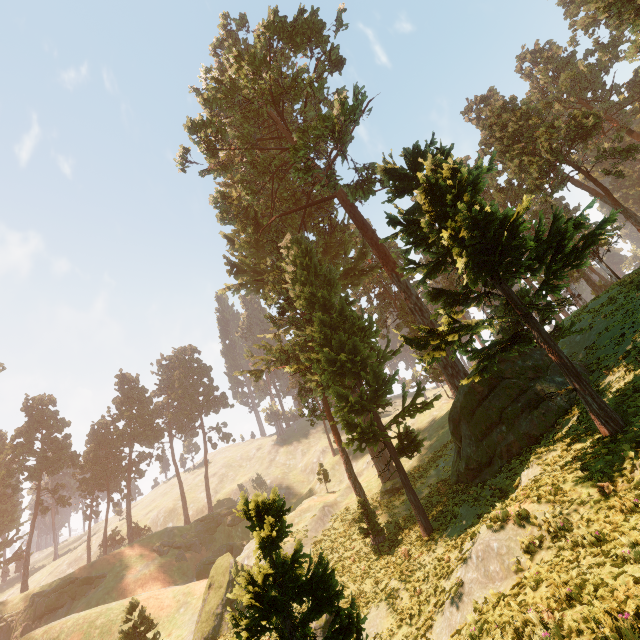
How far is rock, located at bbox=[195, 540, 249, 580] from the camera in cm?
4359

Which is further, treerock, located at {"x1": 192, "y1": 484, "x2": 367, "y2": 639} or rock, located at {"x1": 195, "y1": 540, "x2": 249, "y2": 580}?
rock, located at {"x1": 195, "y1": 540, "x2": 249, "y2": 580}

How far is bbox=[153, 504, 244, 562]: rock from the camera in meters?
47.4 m

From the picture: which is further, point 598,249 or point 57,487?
point 57,487

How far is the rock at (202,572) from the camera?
43.6 meters

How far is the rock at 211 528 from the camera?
47.41m

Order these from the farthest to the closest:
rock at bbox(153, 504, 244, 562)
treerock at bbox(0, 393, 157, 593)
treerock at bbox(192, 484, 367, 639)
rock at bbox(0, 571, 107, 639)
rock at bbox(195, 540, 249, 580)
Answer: treerock at bbox(0, 393, 157, 593)
rock at bbox(153, 504, 244, 562)
rock at bbox(195, 540, 249, 580)
rock at bbox(0, 571, 107, 639)
treerock at bbox(192, 484, 367, 639)

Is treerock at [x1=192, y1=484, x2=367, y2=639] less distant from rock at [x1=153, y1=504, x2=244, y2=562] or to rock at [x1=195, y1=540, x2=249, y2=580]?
rock at [x1=153, y1=504, x2=244, y2=562]
